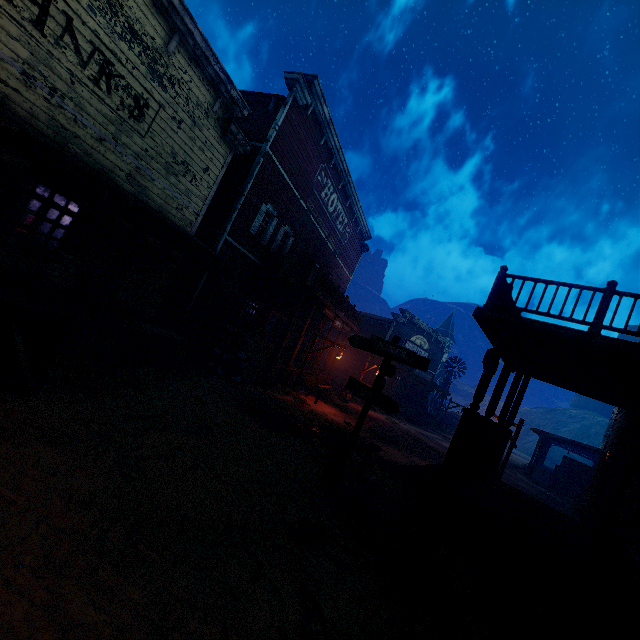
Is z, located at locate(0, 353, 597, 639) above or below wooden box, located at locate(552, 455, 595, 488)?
below

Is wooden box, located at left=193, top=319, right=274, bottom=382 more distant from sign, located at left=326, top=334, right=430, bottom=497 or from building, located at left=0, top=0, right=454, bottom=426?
sign, located at left=326, top=334, right=430, bottom=497

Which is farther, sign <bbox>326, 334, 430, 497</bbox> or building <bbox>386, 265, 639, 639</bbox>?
sign <bbox>326, 334, 430, 497</bbox>

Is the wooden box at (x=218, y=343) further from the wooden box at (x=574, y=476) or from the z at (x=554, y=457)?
the wooden box at (x=574, y=476)

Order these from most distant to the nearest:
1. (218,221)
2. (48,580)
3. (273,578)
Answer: (218,221)
(273,578)
(48,580)

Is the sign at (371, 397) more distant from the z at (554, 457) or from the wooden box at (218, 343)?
the wooden box at (218, 343)

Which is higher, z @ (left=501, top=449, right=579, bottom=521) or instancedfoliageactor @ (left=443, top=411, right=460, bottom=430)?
Answer: instancedfoliageactor @ (left=443, top=411, right=460, bottom=430)

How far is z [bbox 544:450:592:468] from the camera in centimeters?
5591cm
